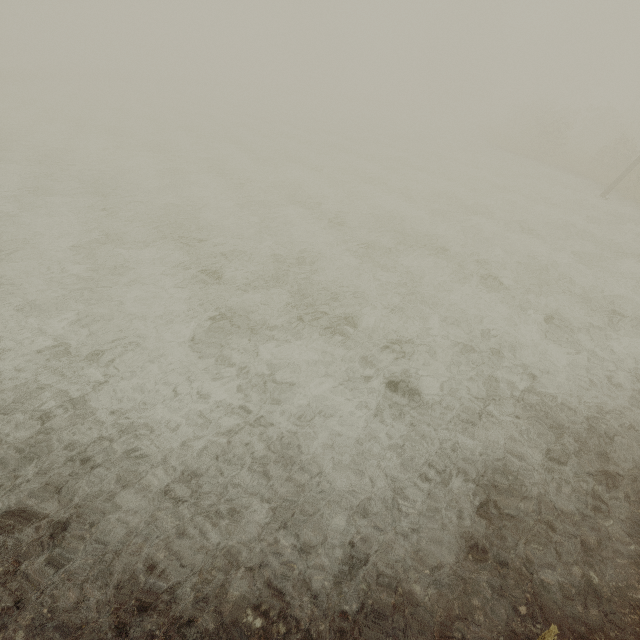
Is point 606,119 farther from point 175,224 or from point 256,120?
point 175,224
